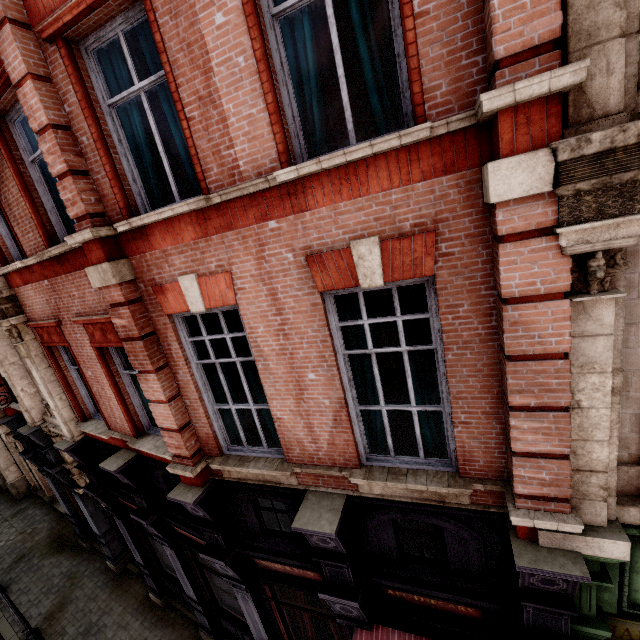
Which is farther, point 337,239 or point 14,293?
point 14,293

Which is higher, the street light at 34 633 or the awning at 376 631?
the awning at 376 631

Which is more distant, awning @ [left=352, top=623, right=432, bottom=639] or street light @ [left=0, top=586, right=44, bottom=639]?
street light @ [left=0, top=586, right=44, bottom=639]

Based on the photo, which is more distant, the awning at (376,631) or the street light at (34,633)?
the street light at (34,633)

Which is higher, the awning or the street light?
the awning
